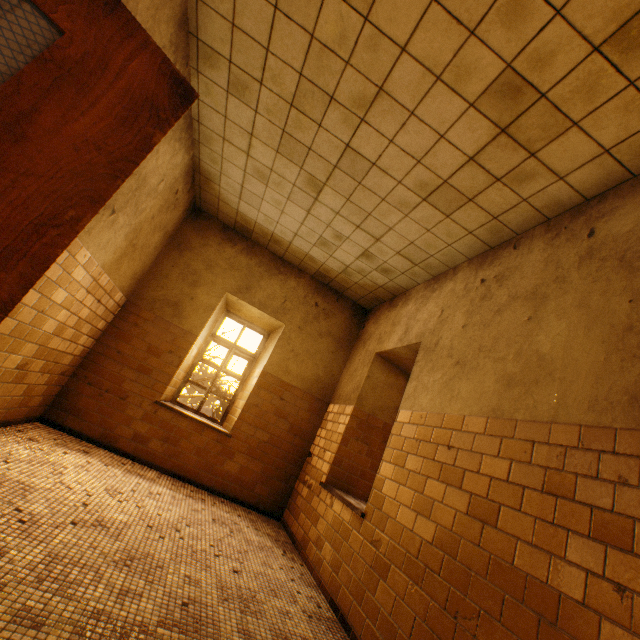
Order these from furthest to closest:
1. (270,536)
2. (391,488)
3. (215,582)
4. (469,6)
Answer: (270,536) < (391,488) < (215,582) < (469,6)

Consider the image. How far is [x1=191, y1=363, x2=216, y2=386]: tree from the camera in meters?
11.5

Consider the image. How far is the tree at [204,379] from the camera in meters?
11.5

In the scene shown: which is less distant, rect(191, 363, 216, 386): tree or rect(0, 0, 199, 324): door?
rect(0, 0, 199, 324): door

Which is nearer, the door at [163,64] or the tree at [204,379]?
the door at [163,64]
